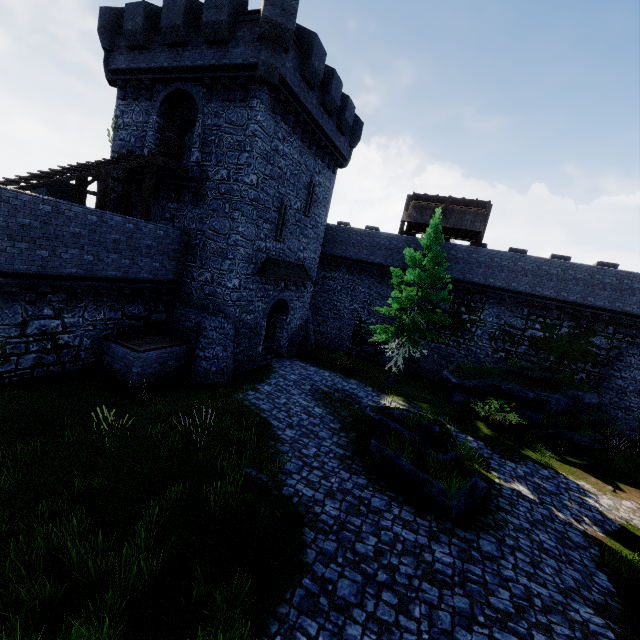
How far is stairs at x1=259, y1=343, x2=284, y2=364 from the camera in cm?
2006

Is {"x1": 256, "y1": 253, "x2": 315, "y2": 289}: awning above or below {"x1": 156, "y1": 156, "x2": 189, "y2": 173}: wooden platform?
below

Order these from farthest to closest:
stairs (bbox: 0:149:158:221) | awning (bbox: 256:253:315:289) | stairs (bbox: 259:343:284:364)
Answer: stairs (bbox: 259:343:284:364) < awning (bbox: 256:253:315:289) < stairs (bbox: 0:149:158:221)

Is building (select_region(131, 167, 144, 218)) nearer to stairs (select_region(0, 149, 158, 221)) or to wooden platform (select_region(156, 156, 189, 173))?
wooden platform (select_region(156, 156, 189, 173))

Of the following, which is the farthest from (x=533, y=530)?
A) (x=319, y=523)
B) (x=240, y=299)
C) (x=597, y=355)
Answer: (x=597, y=355)

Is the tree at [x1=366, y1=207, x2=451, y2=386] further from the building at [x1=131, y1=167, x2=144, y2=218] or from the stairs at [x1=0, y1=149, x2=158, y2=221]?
the stairs at [x1=0, y1=149, x2=158, y2=221]

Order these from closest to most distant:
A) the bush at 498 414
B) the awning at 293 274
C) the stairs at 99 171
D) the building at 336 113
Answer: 1. the stairs at 99 171
2. the building at 336 113
3. the bush at 498 414
4. the awning at 293 274

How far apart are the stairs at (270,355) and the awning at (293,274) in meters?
4.4
